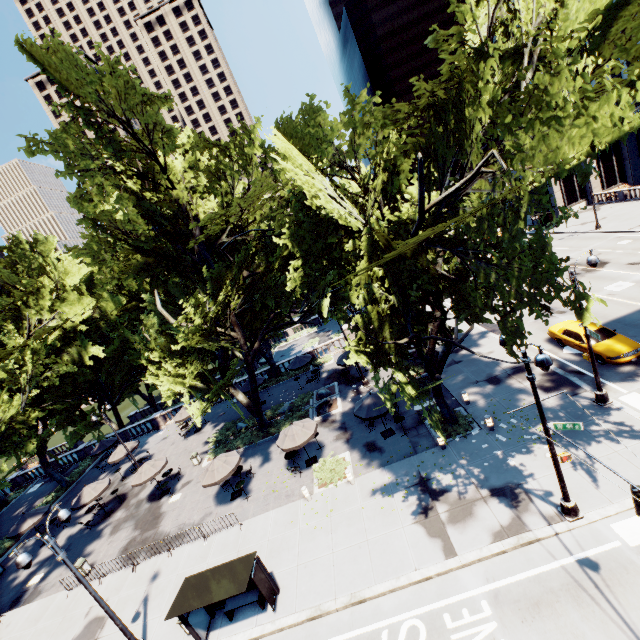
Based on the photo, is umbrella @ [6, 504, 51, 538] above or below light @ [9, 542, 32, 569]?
below

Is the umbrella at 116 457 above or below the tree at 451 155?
below

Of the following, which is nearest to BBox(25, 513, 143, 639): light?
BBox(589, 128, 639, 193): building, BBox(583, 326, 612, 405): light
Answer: BBox(583, 326, 612, 405): light

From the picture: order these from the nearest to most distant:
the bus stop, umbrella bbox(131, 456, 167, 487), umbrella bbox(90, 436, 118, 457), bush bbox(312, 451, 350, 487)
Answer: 1. the bus stop
2. bush bbox(312, 451, 350, 487)
3. umbrella bbox(131, 456, 167, 487)
4. umbrella bbox(90, 436, 118, 457)

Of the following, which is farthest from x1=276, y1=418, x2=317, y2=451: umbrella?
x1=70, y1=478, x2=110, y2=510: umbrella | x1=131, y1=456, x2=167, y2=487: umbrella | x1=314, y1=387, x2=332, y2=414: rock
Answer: x1=70, y1=478, x2=110, y2=510: umbrella

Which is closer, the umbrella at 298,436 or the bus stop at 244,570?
the bus stop at 244,570

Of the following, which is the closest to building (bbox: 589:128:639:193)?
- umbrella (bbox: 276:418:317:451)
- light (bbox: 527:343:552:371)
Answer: light (bbox: 527:343:552:371)

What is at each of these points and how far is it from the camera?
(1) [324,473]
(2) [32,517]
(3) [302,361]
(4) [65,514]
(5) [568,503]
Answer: (1) bush, 18.88m
(2) umbrella, 24.67m
(3) umbrella, 31.42m
(4) light, 12.86m
(5) light, 11.58m
